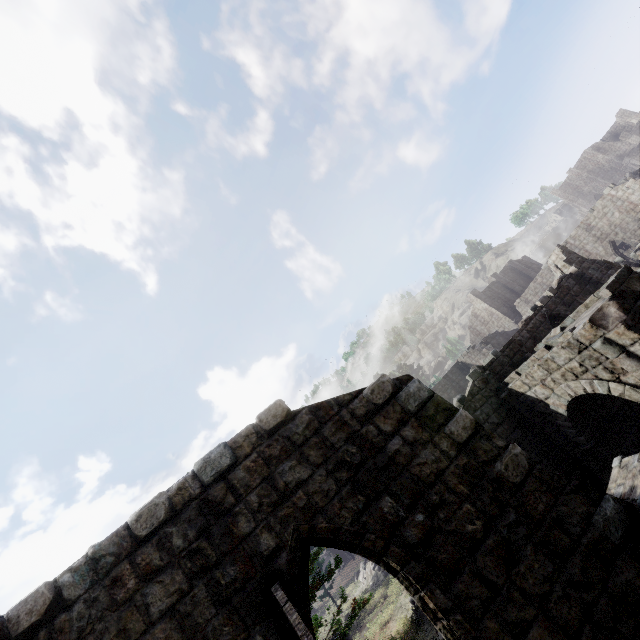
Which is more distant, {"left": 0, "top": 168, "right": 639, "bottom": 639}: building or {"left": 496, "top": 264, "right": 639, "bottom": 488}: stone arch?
{"left": 496, "top": 264, "right": 639, "bottom": 488}: stone arch

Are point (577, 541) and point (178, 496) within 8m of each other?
yes

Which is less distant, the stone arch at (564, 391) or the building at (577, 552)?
the building at (577, 552)
